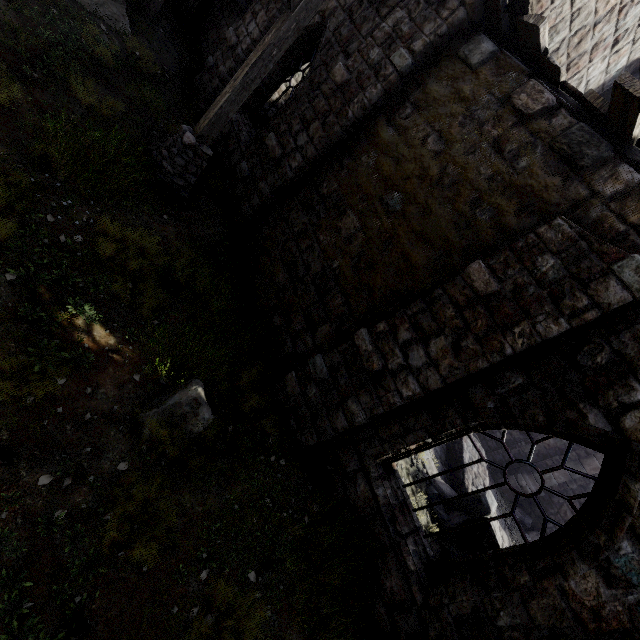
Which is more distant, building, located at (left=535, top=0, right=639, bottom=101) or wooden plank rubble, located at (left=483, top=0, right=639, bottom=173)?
building, located at (left=535, top=0, right=639, bottom=101)

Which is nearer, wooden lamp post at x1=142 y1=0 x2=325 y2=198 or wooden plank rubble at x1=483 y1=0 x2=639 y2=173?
wooden plank rubble at x1=483 y1=0 x2=639 y2=173

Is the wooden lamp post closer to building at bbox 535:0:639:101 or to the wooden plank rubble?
building at bbox 535:0:639:101

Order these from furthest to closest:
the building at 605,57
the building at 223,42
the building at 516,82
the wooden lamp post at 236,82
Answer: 1. the building at 223,42
2. the building at 605,57
3. the wooden lamp post at 236,82
4. the building at 516,82

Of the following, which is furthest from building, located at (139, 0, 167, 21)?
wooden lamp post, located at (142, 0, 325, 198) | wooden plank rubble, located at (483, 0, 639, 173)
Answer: wooden lamp post, located at (142, 0, 325, 198)

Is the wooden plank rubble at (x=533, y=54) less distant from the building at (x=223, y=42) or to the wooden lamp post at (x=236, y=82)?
the building at (x=223, y=42)

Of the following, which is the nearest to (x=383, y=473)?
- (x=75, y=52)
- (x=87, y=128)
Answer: (x=87, y=128)
